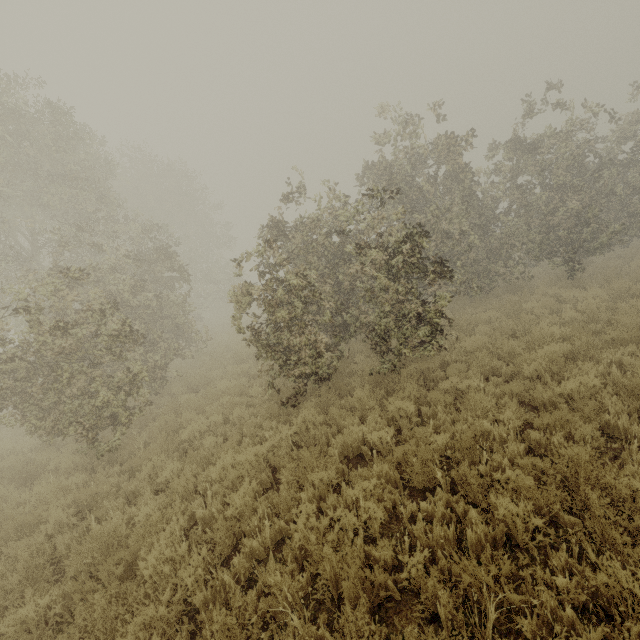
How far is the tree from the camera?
10.34m

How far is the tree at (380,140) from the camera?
10.3m

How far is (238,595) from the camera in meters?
3.8
